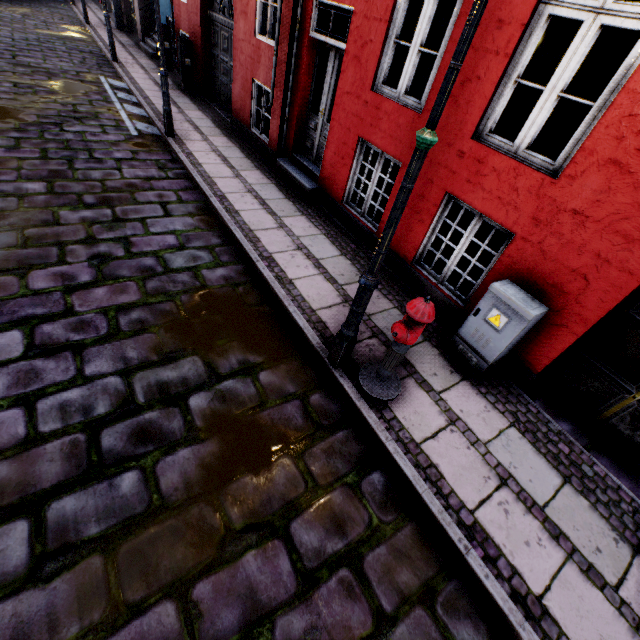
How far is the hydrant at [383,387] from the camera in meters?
2.7

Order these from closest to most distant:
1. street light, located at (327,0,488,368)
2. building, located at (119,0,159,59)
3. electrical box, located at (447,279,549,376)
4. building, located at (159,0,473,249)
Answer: street light, located at (327,0,488,368) → electrical box, located at (447,279,549,376) → building, located at (159,0,473,249) → building, located at (119,0,159,59)

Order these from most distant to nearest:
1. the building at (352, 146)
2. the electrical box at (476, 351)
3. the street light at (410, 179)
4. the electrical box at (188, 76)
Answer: the electrical box at (188, 76) → the building at (352, 146) → the electrical box at (476, 351) → the street light at (410, 179)

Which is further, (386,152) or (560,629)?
(386,152)

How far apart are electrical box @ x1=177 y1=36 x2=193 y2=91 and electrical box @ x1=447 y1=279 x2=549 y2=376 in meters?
11.6 m

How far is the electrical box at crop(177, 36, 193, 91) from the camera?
9.60m

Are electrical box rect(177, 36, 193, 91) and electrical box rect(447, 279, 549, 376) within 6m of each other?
no

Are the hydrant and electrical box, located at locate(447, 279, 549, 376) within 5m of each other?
yes
